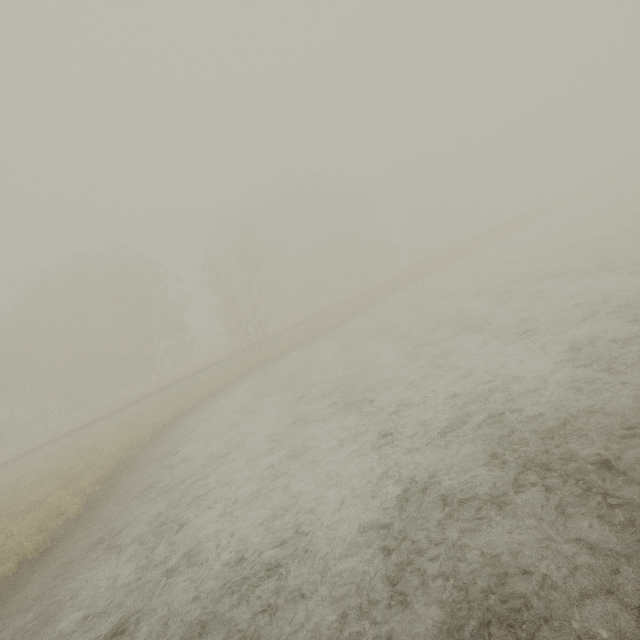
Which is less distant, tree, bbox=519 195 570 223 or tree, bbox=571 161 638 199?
tree, bbox=519 195 570 223

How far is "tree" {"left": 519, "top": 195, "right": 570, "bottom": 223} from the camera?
38.38m

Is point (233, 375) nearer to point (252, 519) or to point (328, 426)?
point (328, 426)

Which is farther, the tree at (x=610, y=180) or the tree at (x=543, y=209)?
the tree at (x=610, y=180)

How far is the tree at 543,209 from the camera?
38.4m
